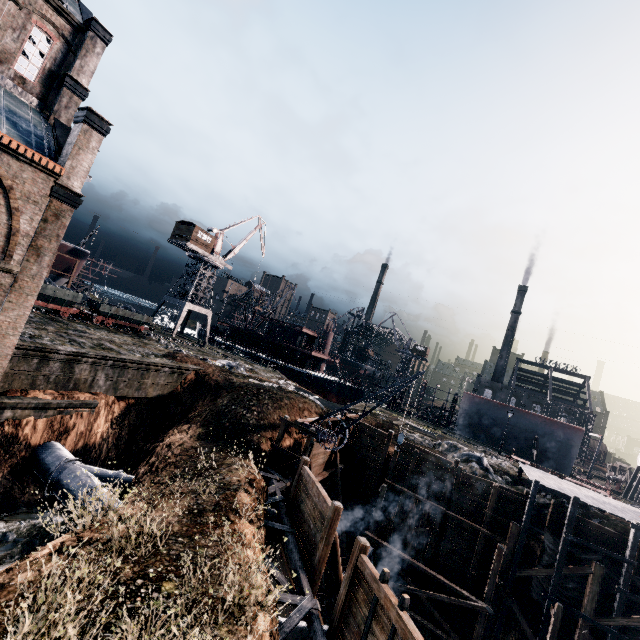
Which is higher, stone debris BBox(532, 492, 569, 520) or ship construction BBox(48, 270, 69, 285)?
ship construction BBox(48, 270, 69, 285)

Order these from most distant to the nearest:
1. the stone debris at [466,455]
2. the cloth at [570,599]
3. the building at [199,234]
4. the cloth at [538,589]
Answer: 1. the building at [199,234]
2. the stone debris at [466,455]
3. the cloth at [538,589]
4. the cloth at [570,599]

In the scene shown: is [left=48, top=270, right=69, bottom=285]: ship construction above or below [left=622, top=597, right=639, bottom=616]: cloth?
above

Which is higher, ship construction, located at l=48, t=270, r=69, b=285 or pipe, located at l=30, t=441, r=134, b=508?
ship construction, located at l=48, t=270, r=69, b=285

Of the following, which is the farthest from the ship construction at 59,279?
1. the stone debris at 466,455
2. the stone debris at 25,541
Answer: the stone debris at 466,455

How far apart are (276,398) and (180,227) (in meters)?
36.84

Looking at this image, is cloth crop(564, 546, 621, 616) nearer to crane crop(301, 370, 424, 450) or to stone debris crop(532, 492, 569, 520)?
stone debris crop(532, 492, 569, 520)

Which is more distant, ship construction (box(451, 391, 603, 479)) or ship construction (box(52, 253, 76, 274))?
ship construction (box(52, 253, 76, 274))
